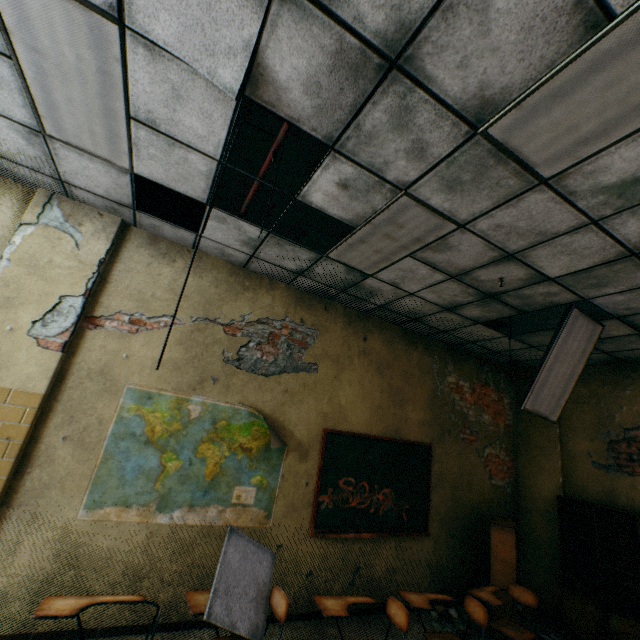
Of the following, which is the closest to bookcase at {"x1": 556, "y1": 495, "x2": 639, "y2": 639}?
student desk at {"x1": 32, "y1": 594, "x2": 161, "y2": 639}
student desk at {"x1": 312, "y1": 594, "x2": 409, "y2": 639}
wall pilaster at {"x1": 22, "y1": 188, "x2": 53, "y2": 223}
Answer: student desk at {"x1": 312, "y1": 594, "x2": 409, "y2": 639}

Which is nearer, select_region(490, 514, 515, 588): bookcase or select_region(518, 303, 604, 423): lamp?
select_region(518, 303, 604, 423): lamp

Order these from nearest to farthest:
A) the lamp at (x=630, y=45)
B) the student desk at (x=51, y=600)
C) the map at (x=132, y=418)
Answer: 1. the lamp at (x=630, y=45)
2. the student desk at (x=51, y=600)
3. the map at (x=132, y=418)

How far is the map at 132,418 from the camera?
3.2m

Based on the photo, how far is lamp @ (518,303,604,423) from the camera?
3.7m

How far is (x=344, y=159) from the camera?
2.3 meters

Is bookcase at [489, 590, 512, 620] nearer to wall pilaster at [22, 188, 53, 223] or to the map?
the map

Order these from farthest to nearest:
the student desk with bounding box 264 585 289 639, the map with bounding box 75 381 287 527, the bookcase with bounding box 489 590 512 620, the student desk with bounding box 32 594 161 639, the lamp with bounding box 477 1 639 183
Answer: the bookcase with bounding box 489 590 512 620, the map with bounding box 75 381 287 527, the student desk with bounding box 264 585 289 639, the student desk with bounding box 32 594 161 639, the lamp with bounding box 477 1 639 183
